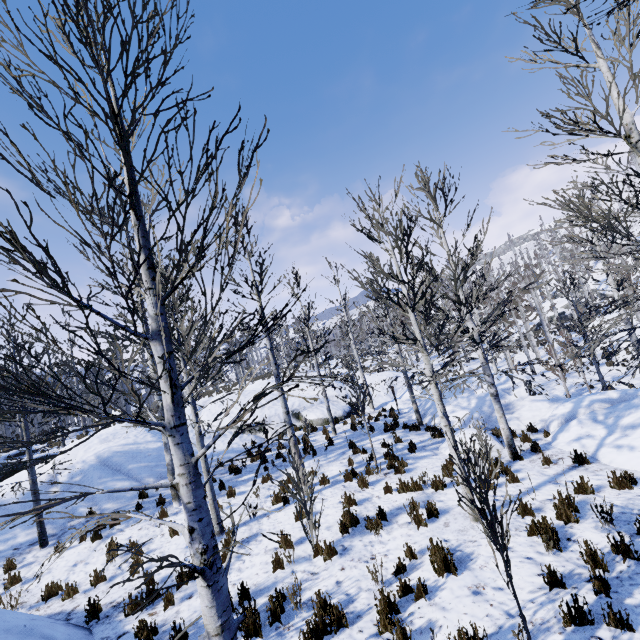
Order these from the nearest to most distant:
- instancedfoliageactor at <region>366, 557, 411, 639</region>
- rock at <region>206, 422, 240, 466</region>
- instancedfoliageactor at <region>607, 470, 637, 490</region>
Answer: instancedfoliageactor at <region>366, 557, 411, 639</region>, instancedfoliageactor at <region>607, 470, 637, 490</region>, rock at <region>206, 422, 240, 466</region>

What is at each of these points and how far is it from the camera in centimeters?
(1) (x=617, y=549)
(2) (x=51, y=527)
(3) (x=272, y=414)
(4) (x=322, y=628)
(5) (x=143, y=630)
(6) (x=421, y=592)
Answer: (1) instancedfoliageactor, 477cm
(2) rock, 1009cm
(3) rock, 1786cm
(4) instancedfoliageactor, 461cm
(5) instancedfoliageactor, 540cm
(6) instancedfoliageactor, 486cm

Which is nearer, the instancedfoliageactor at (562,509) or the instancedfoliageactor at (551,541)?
the instancedfoliageactor at (551,541)

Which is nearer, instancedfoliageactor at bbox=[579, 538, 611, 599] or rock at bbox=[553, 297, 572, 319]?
instancedfoliageactor at bbox=[579, 538, 611, 599]

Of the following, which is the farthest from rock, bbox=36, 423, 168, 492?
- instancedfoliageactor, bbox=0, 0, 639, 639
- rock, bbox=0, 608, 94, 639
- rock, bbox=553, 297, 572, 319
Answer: rock, bbox=553, 297, 572, 319

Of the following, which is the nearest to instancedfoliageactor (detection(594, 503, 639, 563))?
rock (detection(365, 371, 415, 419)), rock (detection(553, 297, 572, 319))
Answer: rock (detection(365, 371, 415, 419))

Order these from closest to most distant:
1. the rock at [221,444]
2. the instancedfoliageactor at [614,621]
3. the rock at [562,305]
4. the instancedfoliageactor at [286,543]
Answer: the instancedfoliageactor at [286,543]
the instancedfoliageactor at [614,621]
the rock at [221,444]
the rock at [562,305]
